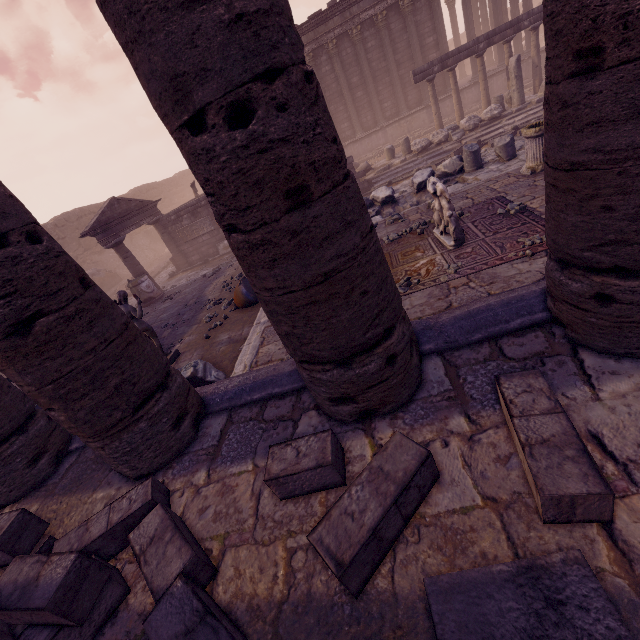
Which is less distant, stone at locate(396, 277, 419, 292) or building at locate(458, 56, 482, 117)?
stone at locate(396, 277, 419, 292)

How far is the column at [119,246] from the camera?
12.79m

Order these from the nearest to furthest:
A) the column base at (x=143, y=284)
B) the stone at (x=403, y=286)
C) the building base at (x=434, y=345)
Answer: the building base at (x=434, y=345), the stone at (x=403, y=286), the column base at (x=143, y=284)

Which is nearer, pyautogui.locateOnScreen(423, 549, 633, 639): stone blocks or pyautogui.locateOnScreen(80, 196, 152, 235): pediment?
pyautogui.locateOnScreen(423, 549, 633, 639): stone blocks

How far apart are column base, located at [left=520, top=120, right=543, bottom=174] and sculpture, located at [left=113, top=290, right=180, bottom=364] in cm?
863

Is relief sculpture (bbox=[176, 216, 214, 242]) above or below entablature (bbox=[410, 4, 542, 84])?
below

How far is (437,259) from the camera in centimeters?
552cm

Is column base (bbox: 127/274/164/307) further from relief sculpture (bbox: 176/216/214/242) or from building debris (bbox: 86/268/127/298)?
building debris (bbox: 86/268/127/298)
